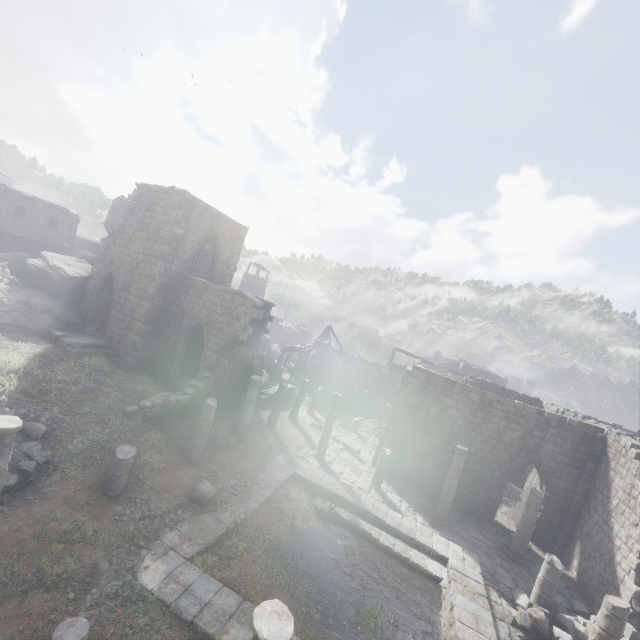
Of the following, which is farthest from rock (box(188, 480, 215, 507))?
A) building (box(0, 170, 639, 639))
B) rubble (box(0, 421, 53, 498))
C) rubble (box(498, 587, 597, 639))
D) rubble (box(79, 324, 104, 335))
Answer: rubble (box(79, 324, 104, 335))

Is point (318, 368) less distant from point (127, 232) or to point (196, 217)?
point (196, 217)

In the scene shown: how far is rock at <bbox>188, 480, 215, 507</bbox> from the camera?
11.31m

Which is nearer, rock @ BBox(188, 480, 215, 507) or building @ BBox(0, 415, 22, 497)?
building @ BBox(0, 415, 22, 497)

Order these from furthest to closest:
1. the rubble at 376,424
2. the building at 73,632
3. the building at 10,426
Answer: the rubble at 376,424
the building at 10,426
the building at 73,632

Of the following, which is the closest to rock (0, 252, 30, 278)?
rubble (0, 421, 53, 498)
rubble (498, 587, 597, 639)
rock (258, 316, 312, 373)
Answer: rubble (0, 421, 53, 498)

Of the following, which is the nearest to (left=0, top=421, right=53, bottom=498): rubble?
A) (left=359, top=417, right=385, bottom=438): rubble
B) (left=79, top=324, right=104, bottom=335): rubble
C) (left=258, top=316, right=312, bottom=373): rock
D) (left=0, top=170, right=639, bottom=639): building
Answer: (left=0, top=170, right=639, bottom=639): building

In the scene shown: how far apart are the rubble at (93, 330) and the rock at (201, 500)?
12.8m
